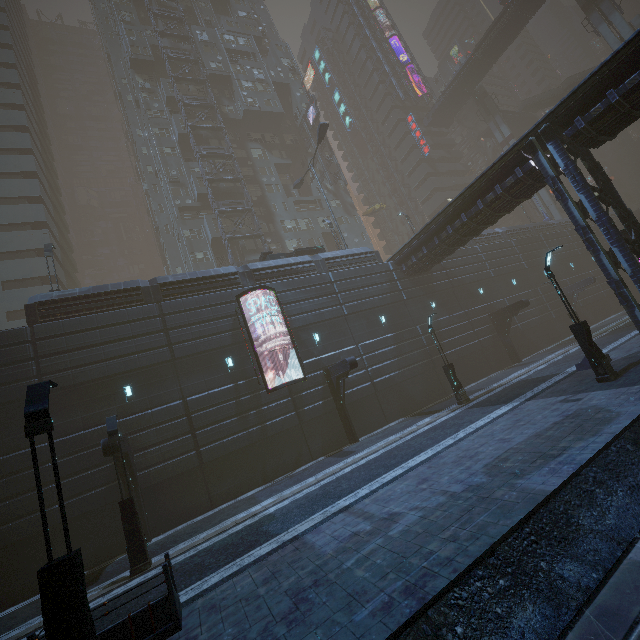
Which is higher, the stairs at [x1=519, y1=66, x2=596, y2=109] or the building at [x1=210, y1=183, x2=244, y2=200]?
the stairs at [x1=519, y1=66, x2=596, y2=109]

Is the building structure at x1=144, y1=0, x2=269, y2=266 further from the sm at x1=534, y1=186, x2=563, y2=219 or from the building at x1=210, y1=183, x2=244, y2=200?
the sm at x1=534, y1=186, x2=563, y2=219

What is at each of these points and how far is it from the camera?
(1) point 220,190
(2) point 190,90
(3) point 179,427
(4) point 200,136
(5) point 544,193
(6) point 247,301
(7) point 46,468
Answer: (1) building, 38.8 meters
(2) building, 42.7 meters
(3) building, 17.3 meters
(4) building, 41.0 meters
(5) sm, 49.0 meters
(6) building, 21.3 meters
(7) building, 14.7 meters

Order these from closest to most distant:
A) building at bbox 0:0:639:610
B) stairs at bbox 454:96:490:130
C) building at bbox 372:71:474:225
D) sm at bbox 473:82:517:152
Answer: building at bbox 0:0:639:610 → sm at bbox 473:82:517:152 → building at bbox 372:71:474:225 → stairs at bbox 454:96:490:130

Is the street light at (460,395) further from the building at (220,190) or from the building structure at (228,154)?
the building structure at (228,154)

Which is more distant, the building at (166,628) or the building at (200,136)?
the building at (200,136)

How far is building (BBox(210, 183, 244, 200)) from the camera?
38.6m
